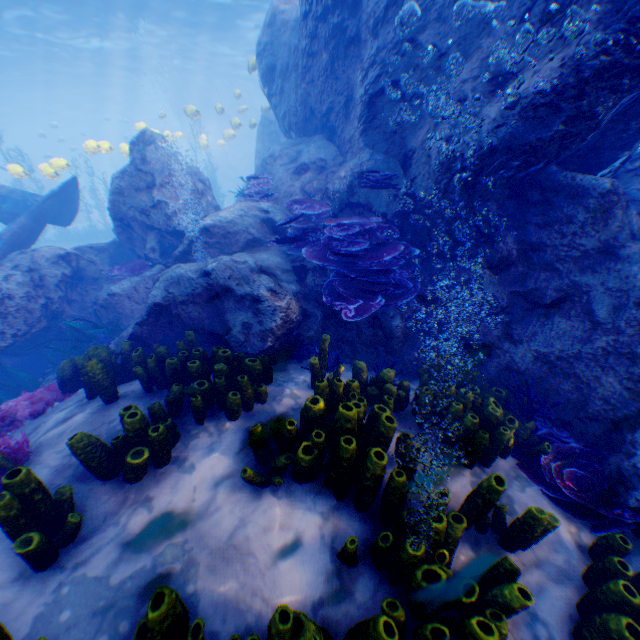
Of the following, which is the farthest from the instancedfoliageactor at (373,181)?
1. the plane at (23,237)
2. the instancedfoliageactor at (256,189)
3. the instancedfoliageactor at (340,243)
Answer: the instancedfoliageactor at (256,189)

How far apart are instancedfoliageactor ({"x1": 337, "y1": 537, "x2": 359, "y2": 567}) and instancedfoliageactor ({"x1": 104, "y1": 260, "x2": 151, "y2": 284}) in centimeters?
815cm

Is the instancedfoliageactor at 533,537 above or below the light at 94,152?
below

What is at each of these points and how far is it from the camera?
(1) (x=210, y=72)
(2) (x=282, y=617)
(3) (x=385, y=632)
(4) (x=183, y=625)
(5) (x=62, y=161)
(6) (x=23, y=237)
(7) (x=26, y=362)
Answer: (1) light, 32.2 meters
(2) instancedfoliageactor, 1.9 meters
(3) instancedfoliageactor, 1.8 meters
(4) instancedfoliageactor, 1.8 meters
(5) light, 12.9 meters
(6) plane, 9.4 meters
(7) plane, 8.0 meters

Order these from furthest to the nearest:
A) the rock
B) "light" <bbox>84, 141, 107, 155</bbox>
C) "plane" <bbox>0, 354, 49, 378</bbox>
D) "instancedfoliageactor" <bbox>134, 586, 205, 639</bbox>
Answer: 1. "light" <bbox>84, 141, 107, 155</bbox>
2. "plane" <bbox>0, 354, 49, 378</bbox>
3. the rock
4. "instancedfoliageactor" <bbox>134, 586, 205, 639</bbox>

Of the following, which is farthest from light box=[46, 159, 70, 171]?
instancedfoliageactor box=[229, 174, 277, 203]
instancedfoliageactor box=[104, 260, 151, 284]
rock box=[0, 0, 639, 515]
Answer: instancedfoliageactor box=[104, 260, 151, 284]

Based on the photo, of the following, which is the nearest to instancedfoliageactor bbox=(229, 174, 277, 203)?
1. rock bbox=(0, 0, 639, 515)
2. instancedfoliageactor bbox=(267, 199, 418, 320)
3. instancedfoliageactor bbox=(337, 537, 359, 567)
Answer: rock bbox=(0, 0, 639, 515)

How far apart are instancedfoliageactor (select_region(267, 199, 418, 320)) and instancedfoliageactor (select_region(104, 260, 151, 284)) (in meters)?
4.88
